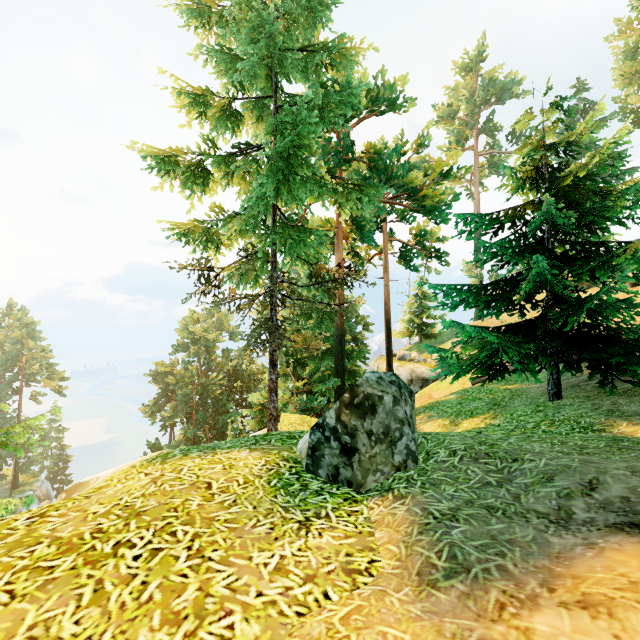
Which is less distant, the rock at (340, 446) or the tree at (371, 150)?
the rock at (340, 446)

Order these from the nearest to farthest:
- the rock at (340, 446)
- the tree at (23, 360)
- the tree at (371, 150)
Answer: the rock at (340, 446) → the tree at (23, 360) → the tree at (371, 150)

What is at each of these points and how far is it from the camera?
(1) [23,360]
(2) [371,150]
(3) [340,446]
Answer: (1) tree, 45.7 meters
(2) tree, 22.5 meters
(3) rock, 4.1 meters

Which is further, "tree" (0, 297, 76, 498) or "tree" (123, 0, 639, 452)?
"tree" (123, 0, 639, 452)

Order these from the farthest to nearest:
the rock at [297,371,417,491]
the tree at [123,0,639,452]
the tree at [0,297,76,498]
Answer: the tree at [123,0,639,452]
the tree at [0,297,76,498]
the rock at [297,371,417,491]

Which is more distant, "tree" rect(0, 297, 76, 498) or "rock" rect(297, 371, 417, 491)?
"tree" rect(0, 297, 76, 498)

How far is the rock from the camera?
3.9m
